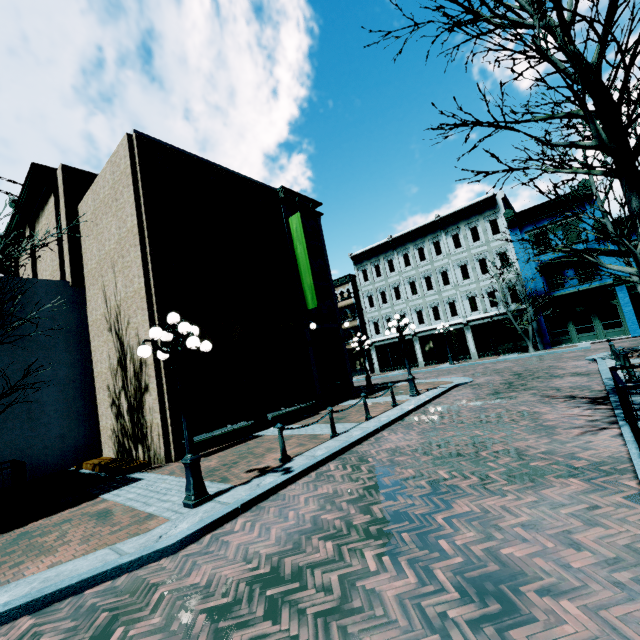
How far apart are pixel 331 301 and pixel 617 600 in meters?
16.8

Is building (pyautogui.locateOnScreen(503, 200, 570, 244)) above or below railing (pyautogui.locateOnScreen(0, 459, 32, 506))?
above

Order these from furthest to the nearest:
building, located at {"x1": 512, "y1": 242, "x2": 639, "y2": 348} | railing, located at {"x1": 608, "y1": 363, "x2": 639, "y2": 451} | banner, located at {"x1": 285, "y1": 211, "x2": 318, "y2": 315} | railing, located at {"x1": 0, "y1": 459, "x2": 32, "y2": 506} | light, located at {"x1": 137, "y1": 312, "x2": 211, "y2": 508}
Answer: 1. building, located at {"x1": 512, "y1": 242, "x2": 639, "y2": 348}
2. banner, located at {"x1": 285, "y1": 211, "x2": 318, "y2": 315}
3. railing, located at {"x1": 0, "y1": 459, "x2": 32, "y2": 506}
4. light, located at {"x1": 137, "y1": 312, "x2": 211, "y2": 508}
5. railing, located at {"x1": 608, "y1": 363, "x2": 639, "y2": 451}

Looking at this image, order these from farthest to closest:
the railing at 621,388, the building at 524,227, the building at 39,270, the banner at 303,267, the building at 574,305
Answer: the building at 524,227, the building at 574,305, the banner at 303,267, the building at 39,270, the railing at 621,388

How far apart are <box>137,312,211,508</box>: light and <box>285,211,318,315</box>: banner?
9.2 meters

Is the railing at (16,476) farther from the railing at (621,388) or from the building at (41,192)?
the railing at (621,388)

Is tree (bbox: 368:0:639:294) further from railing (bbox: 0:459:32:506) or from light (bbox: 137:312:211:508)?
railing (bbox: 0:459:32:506)

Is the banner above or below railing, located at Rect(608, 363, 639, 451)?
above
